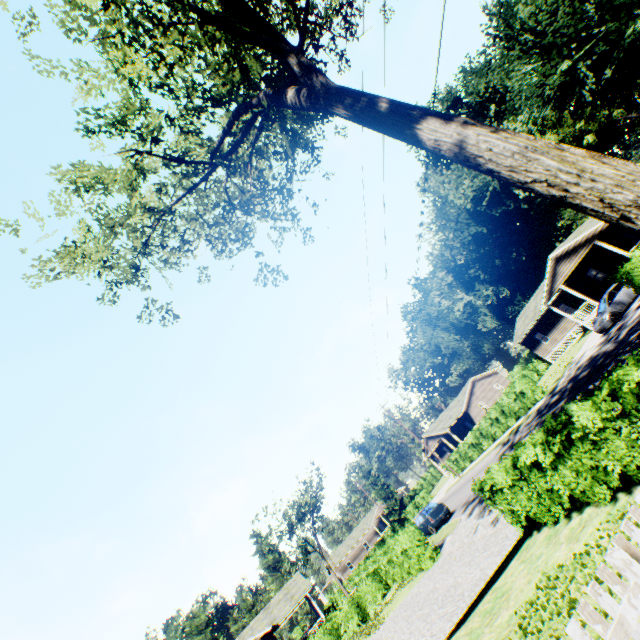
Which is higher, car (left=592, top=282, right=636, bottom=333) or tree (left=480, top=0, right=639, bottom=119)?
tree (left=480, top=0, right=639, bottom=119)

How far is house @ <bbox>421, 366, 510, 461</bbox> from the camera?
47.6m

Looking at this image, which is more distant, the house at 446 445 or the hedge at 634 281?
the house at 446 445

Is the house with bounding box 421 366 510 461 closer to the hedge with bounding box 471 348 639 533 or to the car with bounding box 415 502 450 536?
the car with bounding box 415 502 450 536

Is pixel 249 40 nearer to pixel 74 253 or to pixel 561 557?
pixel 74 253

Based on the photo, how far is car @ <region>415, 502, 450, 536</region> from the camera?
23.3 meters

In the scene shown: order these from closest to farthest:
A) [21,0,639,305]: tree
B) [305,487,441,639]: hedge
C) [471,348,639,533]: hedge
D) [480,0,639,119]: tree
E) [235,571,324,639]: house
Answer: [21,0,639,305]: tree
[471,348,639,533]: hedge
[480,0,639,119]: tree
[305,487,441,639]: hedge
[235,571,324,639]: house

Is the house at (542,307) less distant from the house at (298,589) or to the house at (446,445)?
the house at (446,445)
